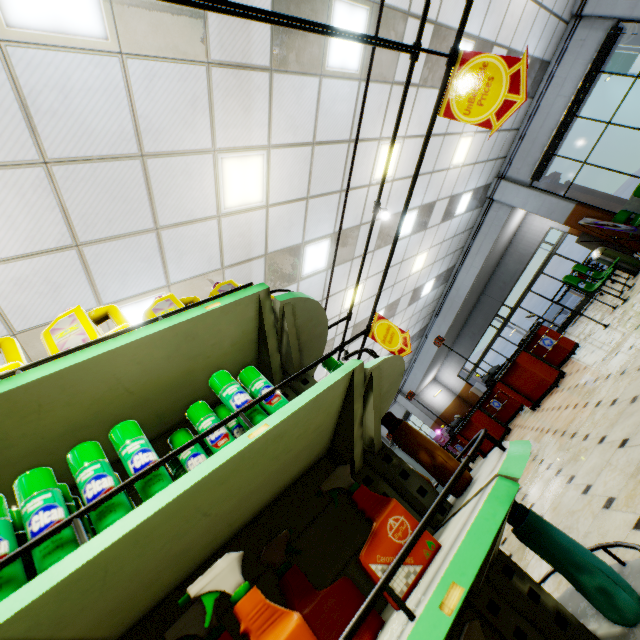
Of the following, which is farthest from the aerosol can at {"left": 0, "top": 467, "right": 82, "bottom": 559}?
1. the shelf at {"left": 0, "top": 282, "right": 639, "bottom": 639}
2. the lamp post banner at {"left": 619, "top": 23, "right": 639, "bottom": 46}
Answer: the lamp post banner at {"left": 619, "top": 23, "right": 639, "bottom": 46}

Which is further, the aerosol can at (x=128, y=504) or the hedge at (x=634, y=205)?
the hedge at (x=634, y=205)

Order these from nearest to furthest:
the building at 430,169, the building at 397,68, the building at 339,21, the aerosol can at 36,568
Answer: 1. the aerosol can at 36,568
2. the building at 339,21
3. the building at 397,68
4. the building at 430,169

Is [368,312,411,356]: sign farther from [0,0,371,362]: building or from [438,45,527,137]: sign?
[438,45,527,137]: sign

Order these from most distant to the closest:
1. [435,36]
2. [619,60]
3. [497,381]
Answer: [619,60] → [497,381] → [435,36]

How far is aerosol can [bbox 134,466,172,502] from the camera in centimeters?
86cm

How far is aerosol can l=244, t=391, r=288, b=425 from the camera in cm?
107

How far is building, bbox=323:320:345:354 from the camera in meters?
9.3 m
